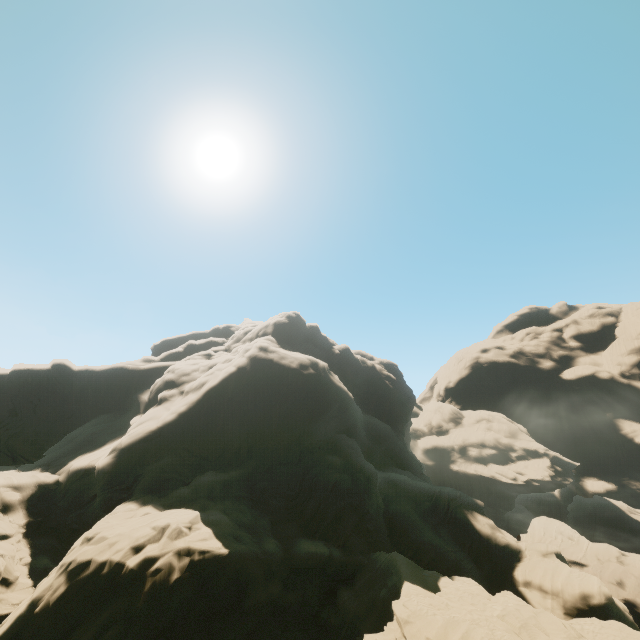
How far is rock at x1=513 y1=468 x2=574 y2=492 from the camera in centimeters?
5775cm

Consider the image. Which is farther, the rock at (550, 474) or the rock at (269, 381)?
the rock at (550, 474)

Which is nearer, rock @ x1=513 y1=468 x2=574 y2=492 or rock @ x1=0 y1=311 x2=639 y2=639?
rock @ x1=0 y1=311 x2=639 y2=639

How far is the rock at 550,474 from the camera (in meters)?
57.75

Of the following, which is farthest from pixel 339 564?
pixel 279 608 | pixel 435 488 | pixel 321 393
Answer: pixel 435 488
